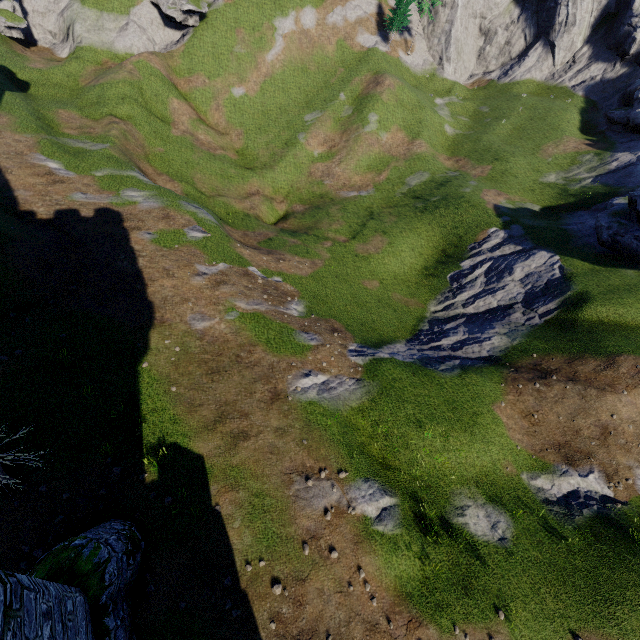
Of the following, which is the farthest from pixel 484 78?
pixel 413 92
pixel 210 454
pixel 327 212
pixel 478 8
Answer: pixel 210 454
